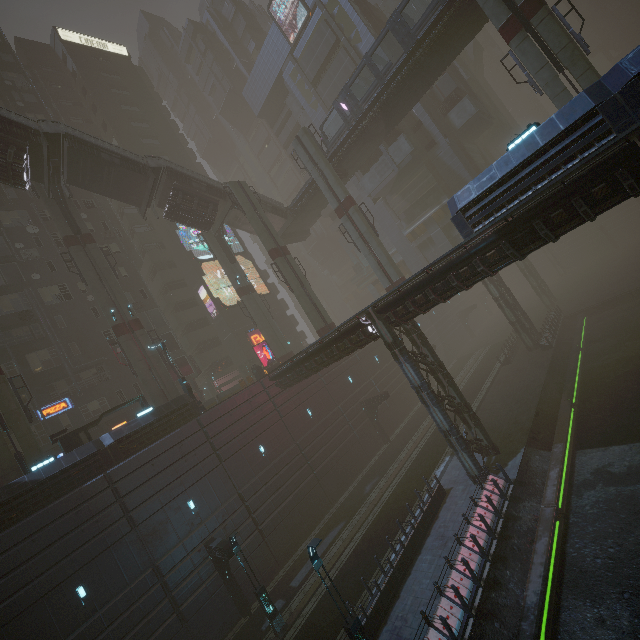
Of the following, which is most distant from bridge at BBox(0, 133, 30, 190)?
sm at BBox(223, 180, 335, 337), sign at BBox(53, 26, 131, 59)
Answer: sign at BBox(53, 26, 131, 59)

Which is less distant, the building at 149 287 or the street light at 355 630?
the street light at 355 630

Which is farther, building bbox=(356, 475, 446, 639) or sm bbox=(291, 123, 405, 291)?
sm bbox=(291, 123, 405, 291)

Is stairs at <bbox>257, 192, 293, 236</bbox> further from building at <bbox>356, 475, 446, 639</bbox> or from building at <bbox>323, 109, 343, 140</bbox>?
building at <bbox>323, 109, 343, 140</bbox>

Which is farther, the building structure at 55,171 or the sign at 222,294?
the sign at 222,294

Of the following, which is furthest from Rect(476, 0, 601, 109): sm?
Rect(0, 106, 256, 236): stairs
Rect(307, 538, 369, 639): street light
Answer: Rect(307, 538, 369, 639): street light

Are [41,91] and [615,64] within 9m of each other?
no

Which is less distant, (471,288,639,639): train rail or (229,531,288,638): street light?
(471,288,639,639): train rail
